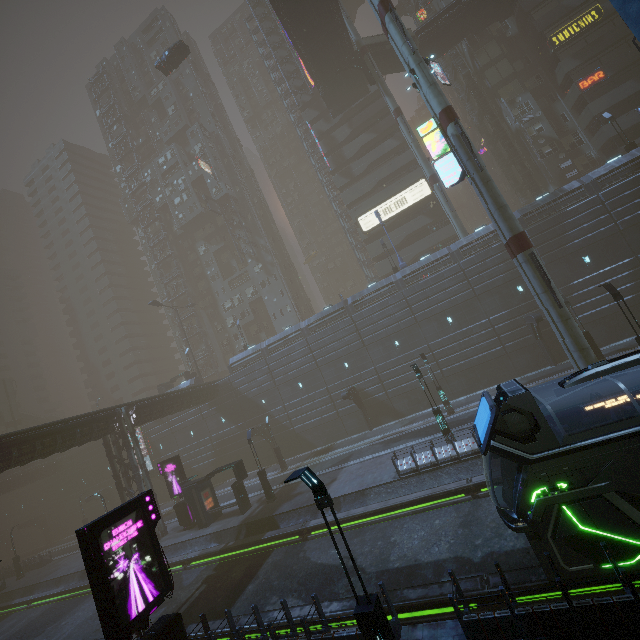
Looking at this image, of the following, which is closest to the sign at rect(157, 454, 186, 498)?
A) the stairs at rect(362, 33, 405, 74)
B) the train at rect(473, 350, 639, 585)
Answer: the train at rect(473, 350, 639, 585)

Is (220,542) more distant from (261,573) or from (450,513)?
(450,513)

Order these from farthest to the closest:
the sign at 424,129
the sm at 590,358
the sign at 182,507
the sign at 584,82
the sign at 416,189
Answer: the sign at 416,189
the sign at 584,82
the sign at 182,507
the sign at 424,129
the sm at 590,358

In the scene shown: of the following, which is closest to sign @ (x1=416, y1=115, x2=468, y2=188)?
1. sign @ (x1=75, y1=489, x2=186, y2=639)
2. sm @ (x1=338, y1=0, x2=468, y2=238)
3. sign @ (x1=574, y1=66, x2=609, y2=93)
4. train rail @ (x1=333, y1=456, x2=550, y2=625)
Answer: Answer: sm @ (x1=338, y1=0, x2=468, y2=238)

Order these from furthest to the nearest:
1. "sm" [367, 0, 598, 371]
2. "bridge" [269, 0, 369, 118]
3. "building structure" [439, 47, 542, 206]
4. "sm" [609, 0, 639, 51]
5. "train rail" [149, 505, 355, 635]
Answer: "building structure" [439, 47, 542, 206], "bridge" [269, 0, 369, 118], "sm" [367, 0, 598, 371], "train rail" [149, 505, 355, 635], "sm" [609, 0, 639, 51]

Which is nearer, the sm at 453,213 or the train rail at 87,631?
the train rail at 87,631

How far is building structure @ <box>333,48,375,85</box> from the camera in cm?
3812

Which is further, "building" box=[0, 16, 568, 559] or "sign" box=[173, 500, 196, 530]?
"building" box=[0, 16, 568, 559]
